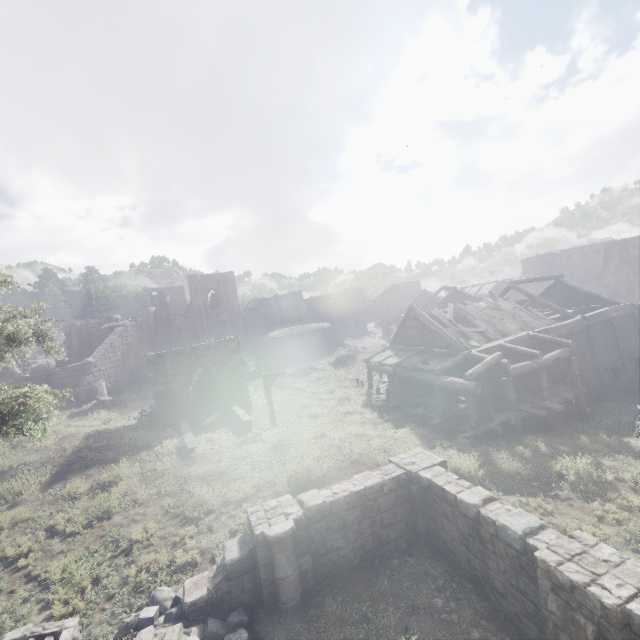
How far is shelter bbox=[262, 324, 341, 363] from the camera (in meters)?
37.34

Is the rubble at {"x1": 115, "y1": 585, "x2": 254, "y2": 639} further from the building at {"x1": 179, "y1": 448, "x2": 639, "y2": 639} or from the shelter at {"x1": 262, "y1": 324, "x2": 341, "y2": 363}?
the shelter at {"x1": 262, "y1": 324, "x2": 341, "y2": 363}

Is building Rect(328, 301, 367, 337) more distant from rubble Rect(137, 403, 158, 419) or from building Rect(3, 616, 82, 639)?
building Rect(3, 616, 82, 639)

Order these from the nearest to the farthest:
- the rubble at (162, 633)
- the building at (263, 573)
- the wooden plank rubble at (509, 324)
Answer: the building at (263, 573), the rubble at (162, 633), the wooden plank rubble at (509, 324)

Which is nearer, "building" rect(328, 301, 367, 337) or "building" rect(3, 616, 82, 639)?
"building" rect(3, 616, 82, 639)

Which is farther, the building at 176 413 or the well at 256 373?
the well at 256 373

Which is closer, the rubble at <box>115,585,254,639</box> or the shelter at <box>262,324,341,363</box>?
the rubble at <box>115,585,254,639</box>

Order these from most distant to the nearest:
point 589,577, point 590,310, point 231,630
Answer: point 590,310, point 231,630, point 589,577
